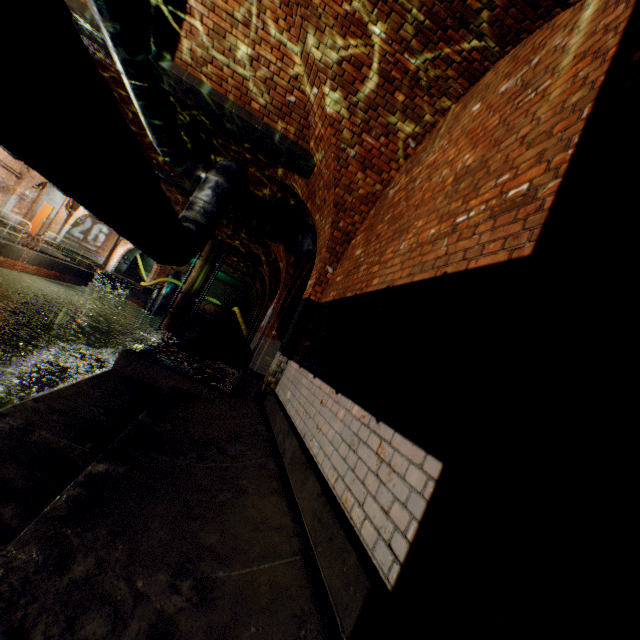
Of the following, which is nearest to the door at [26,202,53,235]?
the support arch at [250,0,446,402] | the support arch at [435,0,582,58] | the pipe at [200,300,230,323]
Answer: the pipe at [200,300,230,323]

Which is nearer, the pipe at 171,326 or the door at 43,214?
the pipe at 171,326

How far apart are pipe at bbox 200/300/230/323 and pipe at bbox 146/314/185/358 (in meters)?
5.44

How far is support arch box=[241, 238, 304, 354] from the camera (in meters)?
9.91

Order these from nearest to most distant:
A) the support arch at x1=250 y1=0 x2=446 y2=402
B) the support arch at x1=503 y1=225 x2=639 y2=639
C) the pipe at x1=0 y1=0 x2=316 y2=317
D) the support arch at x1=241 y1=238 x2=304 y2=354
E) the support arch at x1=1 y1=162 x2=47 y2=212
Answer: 1. the support arch at x1=503 y1=225 x2=639 y2=639
2. the pipe at x1=0 y1=0 x2=316 y2=317
3. the support arch at x1=250 y1=0 x2=446 y2=402
4. the support arch at x1=241 y1=238 x2=304 y2=354
5. the support arch at x1=1 y1=162 x2=47 y2=212

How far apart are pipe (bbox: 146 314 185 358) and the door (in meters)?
10.90

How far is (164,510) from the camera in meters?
2.0 m

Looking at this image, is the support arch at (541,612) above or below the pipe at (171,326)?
above
